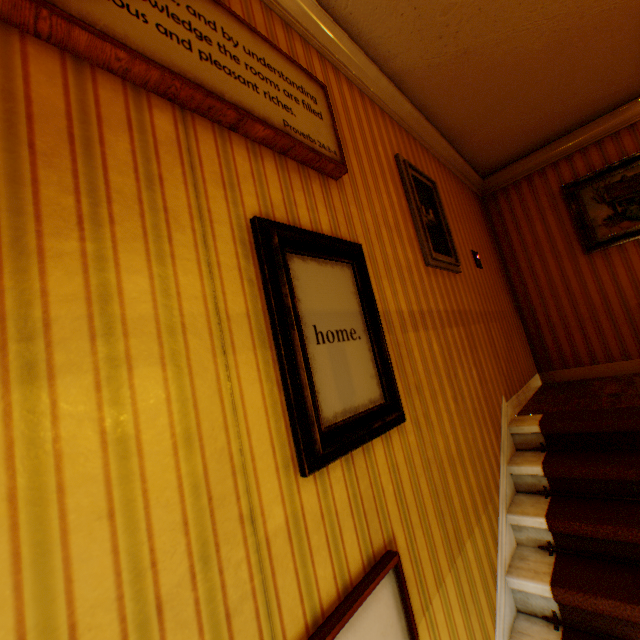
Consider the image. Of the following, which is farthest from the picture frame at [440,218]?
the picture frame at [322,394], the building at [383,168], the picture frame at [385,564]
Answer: the picture frame at [385,564]

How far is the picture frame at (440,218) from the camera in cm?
262

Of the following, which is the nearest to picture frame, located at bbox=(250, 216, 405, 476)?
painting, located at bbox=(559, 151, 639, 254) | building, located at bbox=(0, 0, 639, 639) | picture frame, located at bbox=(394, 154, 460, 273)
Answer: building, located at bbox=(0, 0, 639, 639)

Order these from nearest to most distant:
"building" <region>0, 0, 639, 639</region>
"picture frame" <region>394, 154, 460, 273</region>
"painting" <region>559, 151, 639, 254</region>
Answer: "building" <region>0, 0, 639, 639</region> → "picture frame" <region>394, 154, 460, 273</region> → "painting" <region>559, 151, 639, 254</region>

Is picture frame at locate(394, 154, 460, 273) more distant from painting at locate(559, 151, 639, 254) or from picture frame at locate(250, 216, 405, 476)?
painting at locate(559, 151, 639, 254)

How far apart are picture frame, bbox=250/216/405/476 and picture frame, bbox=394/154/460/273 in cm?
96

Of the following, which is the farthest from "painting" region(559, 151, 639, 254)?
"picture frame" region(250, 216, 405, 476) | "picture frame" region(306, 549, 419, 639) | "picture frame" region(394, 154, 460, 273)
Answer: "picture frame" region(306, 549, 419, 639)

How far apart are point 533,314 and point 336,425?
4.6 meters
